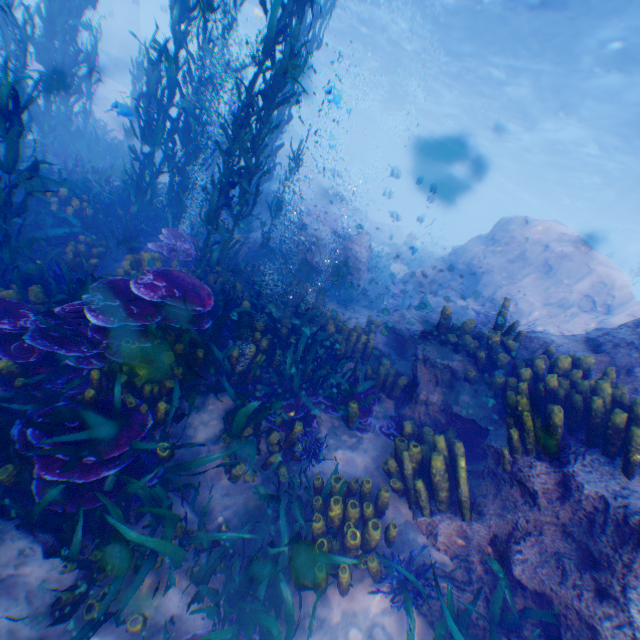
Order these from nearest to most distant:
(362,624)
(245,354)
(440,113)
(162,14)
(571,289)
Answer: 1. (362,624)
2. (245,354)
3. (571,289)
4. (440,113)
5. (162,14)

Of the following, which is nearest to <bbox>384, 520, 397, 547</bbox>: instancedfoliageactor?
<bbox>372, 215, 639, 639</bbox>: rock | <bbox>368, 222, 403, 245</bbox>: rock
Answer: <bbox>372, 215, 639, 639</bbox>: rock

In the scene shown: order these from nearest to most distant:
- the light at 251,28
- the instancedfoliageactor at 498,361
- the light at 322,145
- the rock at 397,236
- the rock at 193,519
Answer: the rock at 193,519 → the instancedfoliageactor at 498,361 → the light at 322,145 → the light at 251,28 → the rock at 397,236

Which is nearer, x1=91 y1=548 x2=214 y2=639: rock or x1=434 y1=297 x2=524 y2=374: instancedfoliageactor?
x1=91 y1=548 x2=214 y2=639: rock

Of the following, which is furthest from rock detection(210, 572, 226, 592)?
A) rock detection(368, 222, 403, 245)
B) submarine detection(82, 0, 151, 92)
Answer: rock detection(368, 222, 403, 245)

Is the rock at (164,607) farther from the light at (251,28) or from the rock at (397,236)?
the rock at (397,236)
